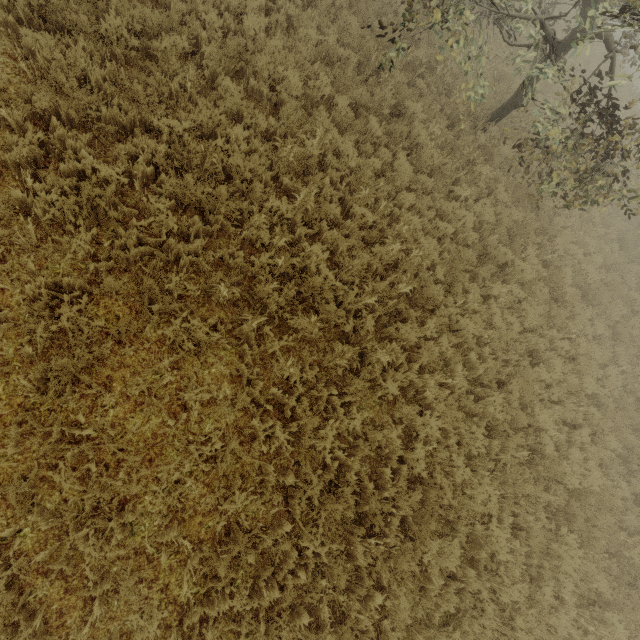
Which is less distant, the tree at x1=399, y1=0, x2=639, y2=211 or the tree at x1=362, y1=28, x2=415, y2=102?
the tree at x1=399, y1=0, x2=639, y2=211

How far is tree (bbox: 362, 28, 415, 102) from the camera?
6.5 meters

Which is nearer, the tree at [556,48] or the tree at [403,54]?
the tree at [556,48]

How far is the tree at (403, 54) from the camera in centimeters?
648cm

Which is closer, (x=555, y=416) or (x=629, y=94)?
(x=555, y=416)
